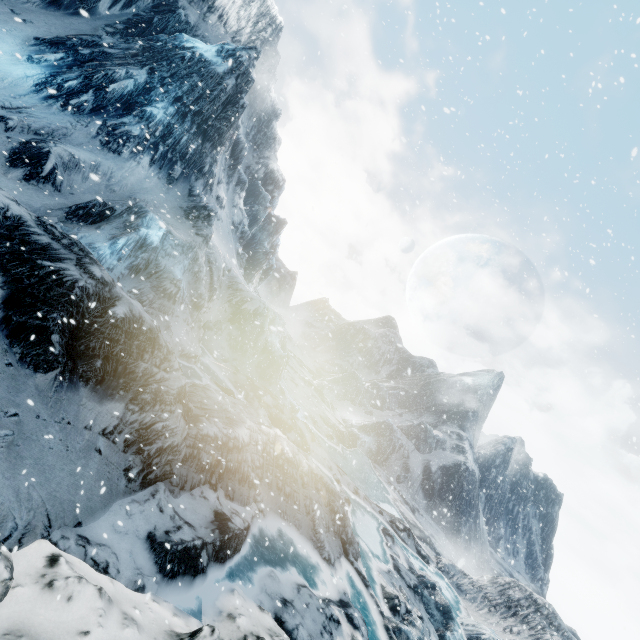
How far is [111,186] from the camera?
19.8m
